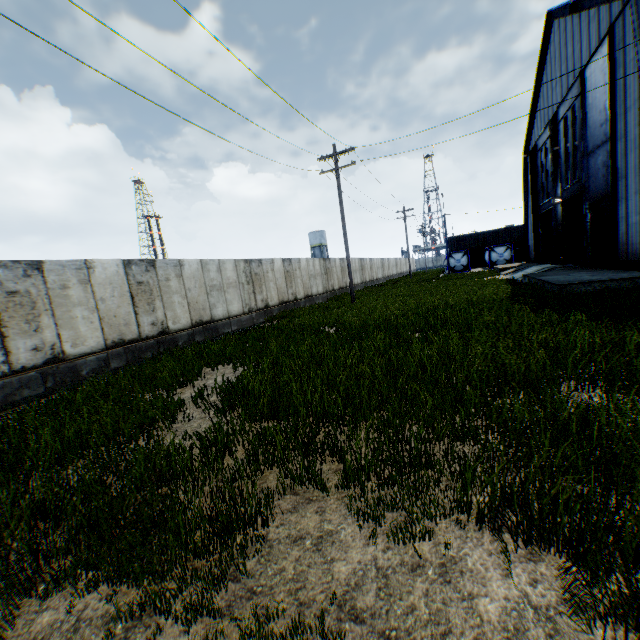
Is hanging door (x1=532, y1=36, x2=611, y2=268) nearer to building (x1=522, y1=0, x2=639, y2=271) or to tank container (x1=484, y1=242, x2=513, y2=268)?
building (x1=522, y1=0, x2=639, y2=271)

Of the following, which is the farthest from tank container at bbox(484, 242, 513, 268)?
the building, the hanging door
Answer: the hanging door

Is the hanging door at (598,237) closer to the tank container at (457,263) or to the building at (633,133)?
the building at (633,133)

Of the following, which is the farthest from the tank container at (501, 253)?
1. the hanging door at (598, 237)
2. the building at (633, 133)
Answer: the hanging door at (598, 237)

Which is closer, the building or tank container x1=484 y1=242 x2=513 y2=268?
the building

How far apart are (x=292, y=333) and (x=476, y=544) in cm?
969

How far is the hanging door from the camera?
15.8 meters
